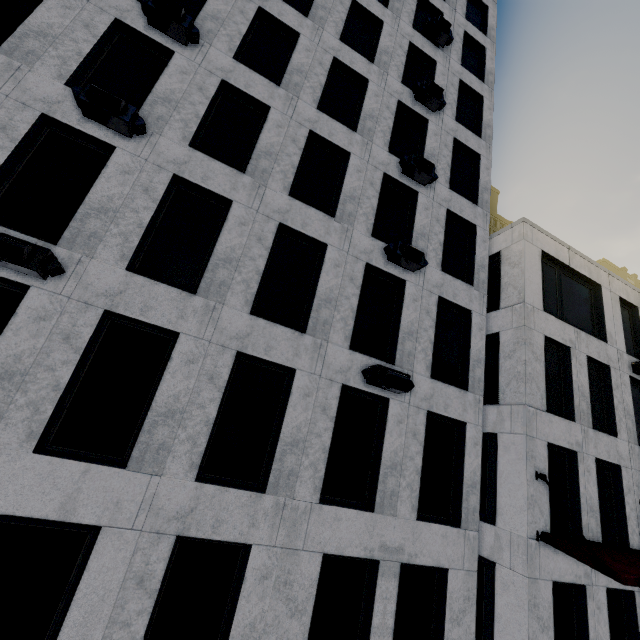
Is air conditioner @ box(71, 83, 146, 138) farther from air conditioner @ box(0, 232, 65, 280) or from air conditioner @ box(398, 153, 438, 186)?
air conditioner @ box(398, 153, 438, 186)

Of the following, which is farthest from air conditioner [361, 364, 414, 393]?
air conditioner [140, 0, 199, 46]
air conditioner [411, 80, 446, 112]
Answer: air conditioner [411, 80, 446, 112]

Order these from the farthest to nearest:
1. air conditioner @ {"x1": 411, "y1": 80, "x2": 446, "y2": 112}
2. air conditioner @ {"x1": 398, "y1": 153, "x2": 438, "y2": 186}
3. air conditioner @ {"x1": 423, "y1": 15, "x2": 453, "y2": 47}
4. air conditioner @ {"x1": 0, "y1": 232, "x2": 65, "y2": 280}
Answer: air conditioner @ {"x1": 423, "y1": 15, "x2": 453, "y2": 47}, air conditioner @ {"x1": 411, "y1": 80, "x2": 446, "y2": 112}, air conditioner @ {"x1": 398, "y1": 153, "x2": 438, "y2": 186}, air conditioner @ {"x1": 0, "y1": 232, "x2": 65, "y2": 280}

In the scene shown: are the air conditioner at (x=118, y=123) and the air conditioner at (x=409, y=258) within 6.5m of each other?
no

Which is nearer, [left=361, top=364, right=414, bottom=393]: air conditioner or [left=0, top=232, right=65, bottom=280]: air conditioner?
[left=0, top=232, right=65, bottom=280]: air conditioner

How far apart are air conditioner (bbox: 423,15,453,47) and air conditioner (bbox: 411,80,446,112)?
3.85m

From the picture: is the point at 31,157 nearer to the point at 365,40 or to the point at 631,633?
the point at 365,40

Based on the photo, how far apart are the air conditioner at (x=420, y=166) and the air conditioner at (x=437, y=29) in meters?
7.9 m
